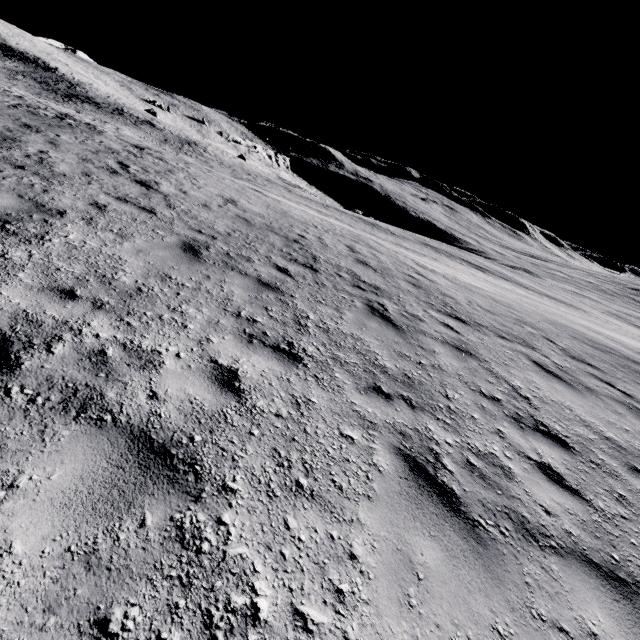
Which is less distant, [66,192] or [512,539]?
[512,539]
